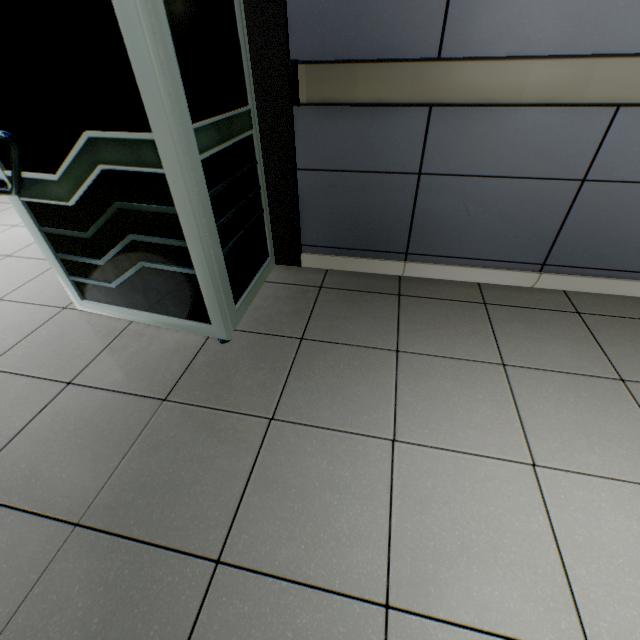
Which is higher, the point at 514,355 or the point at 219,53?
the point at 219,53
